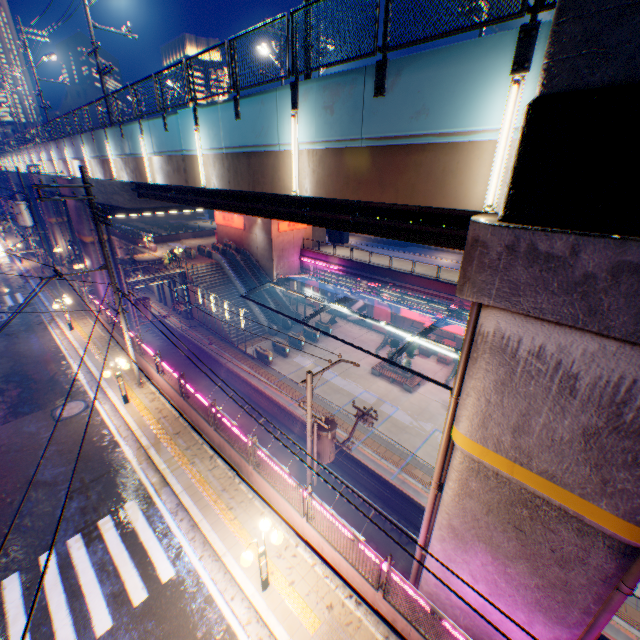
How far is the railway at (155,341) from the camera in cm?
2088

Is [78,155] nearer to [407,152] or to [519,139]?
[407,152]

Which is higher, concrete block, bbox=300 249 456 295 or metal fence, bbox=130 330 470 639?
metal fence, bbox=130 330 470 639

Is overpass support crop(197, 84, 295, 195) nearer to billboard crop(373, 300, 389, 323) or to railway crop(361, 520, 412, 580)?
railway crop(361, 520, 412, 580)

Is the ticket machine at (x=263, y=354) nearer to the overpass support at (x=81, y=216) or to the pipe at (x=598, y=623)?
the overpass support at (x=81, y=216)

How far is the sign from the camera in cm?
3919

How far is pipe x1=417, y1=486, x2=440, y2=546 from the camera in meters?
8.2

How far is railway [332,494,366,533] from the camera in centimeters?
1720cm
